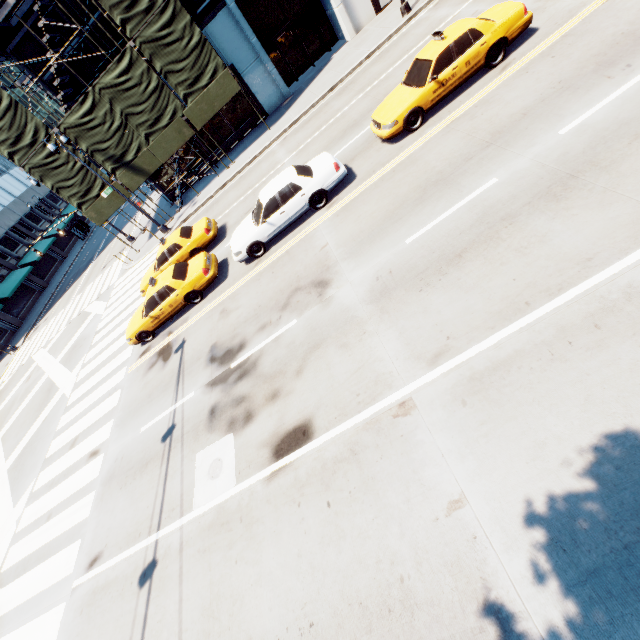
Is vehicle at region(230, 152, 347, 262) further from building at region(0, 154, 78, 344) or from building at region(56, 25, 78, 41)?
building at region(0, 154, 78, 344)

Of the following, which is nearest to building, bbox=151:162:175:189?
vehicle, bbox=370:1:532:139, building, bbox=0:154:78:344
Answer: vehicle, bbox=370:1:532:139

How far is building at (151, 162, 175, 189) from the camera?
24.6 meters

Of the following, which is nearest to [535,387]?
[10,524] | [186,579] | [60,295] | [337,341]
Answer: [337,341]

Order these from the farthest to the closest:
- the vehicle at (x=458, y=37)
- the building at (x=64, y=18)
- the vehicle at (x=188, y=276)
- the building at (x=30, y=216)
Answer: the building at (x=30, y=216) → the building at (x=64, y=18) → the vehicle at (x=188, y=276) → the vehicle at (x=458, y=37)

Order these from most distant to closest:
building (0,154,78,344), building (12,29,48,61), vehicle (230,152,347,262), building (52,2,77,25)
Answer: building (0,154,78,344)
building (12,29,48,61)
building (52,2,77,25)
vehicle (230,152,347,262)

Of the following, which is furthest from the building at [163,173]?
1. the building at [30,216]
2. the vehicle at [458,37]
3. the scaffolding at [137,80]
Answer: the building at [30,216]
